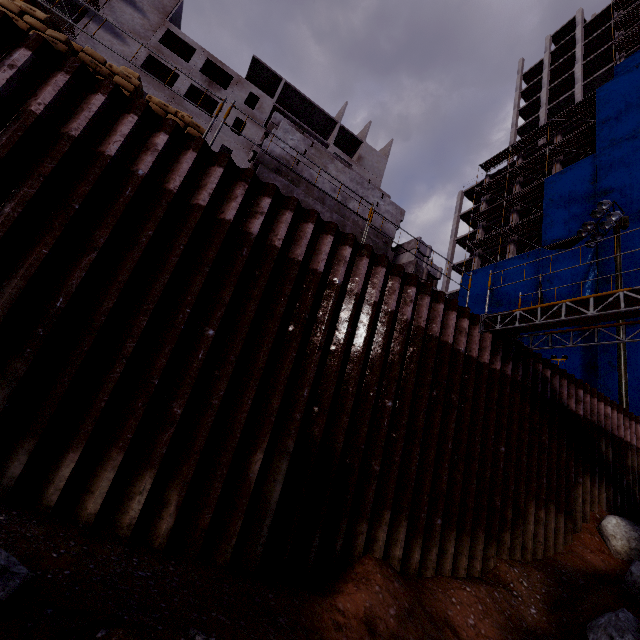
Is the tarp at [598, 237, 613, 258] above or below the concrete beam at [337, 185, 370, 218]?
above

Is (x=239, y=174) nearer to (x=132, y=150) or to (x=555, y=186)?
(x=132, y=150)

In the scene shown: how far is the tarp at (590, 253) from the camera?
23.7m

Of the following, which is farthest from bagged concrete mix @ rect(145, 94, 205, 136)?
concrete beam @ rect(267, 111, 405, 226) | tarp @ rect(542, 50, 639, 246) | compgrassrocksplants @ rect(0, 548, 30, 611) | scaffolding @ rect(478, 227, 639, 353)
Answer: tarp @ rect(542, 50, 639, 246)

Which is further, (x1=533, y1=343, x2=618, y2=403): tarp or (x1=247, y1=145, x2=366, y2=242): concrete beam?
(x1=533, y1=343, x2=618, y2=403): tarp

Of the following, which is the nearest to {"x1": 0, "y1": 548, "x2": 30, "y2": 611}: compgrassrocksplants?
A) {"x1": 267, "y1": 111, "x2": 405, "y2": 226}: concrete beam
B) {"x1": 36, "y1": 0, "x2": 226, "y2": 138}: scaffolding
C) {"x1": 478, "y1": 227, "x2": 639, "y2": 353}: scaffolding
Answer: {"x1": 267, "y1": 111, "x2": 405, "y2": 226}: concrete beam

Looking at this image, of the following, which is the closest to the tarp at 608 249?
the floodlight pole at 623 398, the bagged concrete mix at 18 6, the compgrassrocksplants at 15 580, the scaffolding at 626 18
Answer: the scaffolding at 626 18

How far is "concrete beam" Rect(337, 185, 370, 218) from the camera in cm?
814
